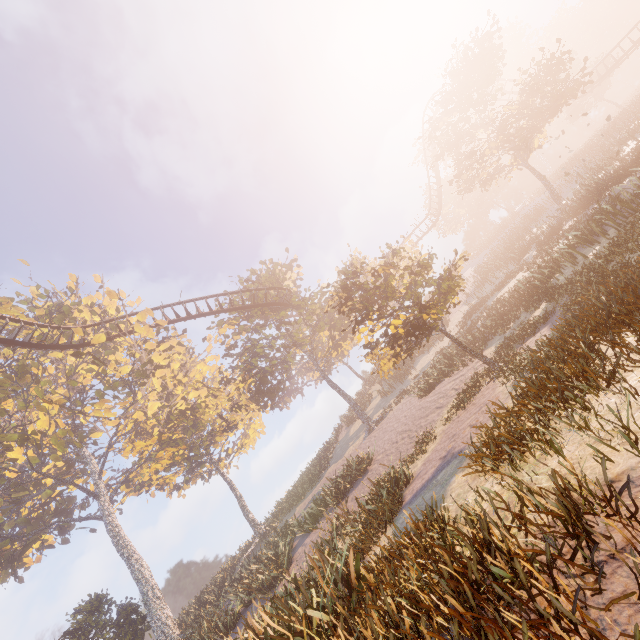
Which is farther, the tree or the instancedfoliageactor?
the tree

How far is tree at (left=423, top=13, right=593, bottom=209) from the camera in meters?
23.2

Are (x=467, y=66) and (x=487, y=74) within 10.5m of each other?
yes

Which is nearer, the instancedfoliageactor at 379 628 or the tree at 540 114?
the instancedfoliageactor at 379 628

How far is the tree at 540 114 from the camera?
23.2 meters
